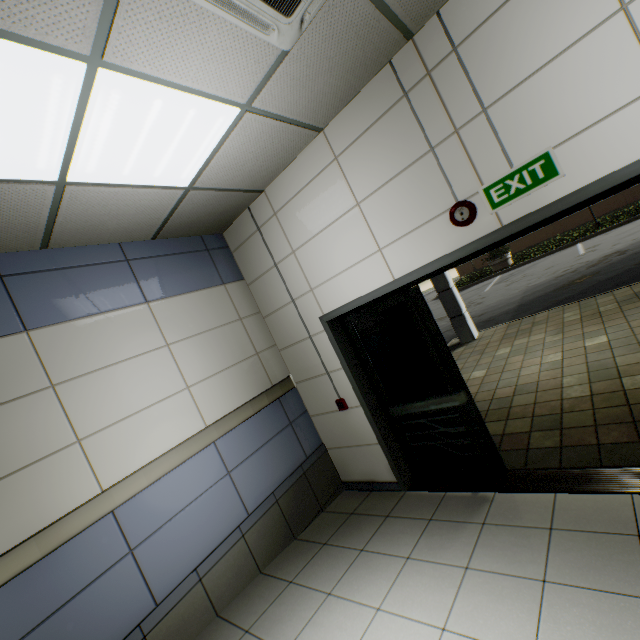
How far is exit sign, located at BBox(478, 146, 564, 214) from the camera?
2.2m

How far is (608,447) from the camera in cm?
296

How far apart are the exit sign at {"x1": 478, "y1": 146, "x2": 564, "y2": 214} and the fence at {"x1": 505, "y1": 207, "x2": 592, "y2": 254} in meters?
31.2 m

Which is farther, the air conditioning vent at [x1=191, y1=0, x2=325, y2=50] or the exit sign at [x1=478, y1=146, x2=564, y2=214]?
the exit sign at [x1=478, y1=146, x2=564, y2=214]

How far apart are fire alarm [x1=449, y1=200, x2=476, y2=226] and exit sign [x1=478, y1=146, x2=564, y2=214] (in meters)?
0.10

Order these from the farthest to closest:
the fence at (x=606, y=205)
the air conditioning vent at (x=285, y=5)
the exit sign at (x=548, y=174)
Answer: the fence at (x=606, y=205) < the exit sign at (x=548, y=174) < the air conditioning vent at (x=285, y=5)

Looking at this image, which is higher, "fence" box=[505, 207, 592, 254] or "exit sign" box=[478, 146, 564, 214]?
"exit sign" box=[478, 146, 564, 214]

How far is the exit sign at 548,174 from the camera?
2.2 meters
